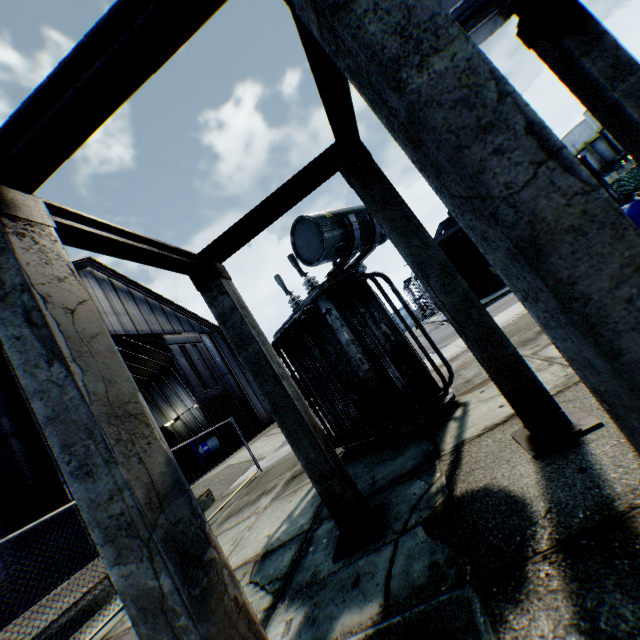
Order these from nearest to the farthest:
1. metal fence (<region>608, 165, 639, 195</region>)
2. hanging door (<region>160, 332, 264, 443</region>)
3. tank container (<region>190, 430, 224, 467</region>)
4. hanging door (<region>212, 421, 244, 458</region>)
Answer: hanging door (<region>212, 421, 244, 458</region>) → hanging door (<region>160, 332, 264, 443</region>) → metal fence (<region>608, 165, 639, 195</region>) → tank container (<region>190, 430, 224, 467</region>)

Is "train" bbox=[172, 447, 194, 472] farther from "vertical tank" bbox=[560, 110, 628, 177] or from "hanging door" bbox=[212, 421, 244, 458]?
"vertical tank" bbox=[560, 110, 628, 177]

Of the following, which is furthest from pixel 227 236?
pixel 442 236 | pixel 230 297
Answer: pixel 442 236

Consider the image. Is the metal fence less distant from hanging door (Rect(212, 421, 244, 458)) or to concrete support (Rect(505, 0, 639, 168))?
concrete support (Rect(505, 0, 639, 168))

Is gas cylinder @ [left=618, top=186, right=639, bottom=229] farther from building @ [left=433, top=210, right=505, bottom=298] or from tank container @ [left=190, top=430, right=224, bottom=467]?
tank container @ [left=190, top=430, right=224, bottom=467]

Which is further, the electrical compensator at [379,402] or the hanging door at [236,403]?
the hanging door at [236,403]

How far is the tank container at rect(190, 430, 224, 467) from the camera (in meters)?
30.62

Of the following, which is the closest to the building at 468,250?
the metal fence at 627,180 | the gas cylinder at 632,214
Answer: the metal fence at 627,180
